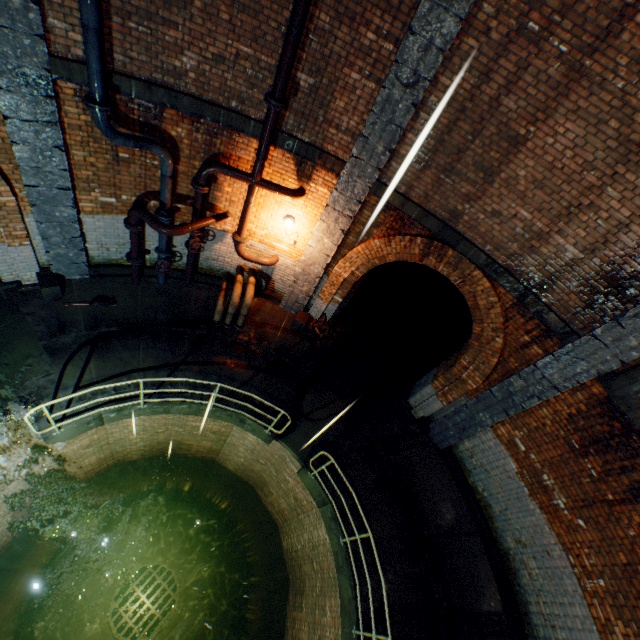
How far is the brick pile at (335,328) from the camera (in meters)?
9.57

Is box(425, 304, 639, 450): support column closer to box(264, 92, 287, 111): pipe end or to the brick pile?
the brick pile

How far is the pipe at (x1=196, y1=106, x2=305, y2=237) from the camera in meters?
5.7 m

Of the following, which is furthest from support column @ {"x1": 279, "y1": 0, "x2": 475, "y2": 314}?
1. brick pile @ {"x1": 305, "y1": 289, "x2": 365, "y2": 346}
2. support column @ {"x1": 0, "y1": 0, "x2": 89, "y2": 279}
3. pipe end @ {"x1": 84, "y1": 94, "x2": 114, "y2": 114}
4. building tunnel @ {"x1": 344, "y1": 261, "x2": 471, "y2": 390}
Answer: support column @ {"x1": 0, "y1": 0, "x2": 89, "y2": 279}

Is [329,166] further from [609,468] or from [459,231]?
[609,468]

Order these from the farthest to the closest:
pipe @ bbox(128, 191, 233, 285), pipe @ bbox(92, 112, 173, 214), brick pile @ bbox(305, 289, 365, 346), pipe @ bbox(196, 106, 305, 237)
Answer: brick pile @ bbox(305, 289, 365, 346), pipe @ bbox(128, 191, 233, 285), pipe @ bbox(196, 106, 305, 237), pipe @ bbox(92, 112, 173, 214)

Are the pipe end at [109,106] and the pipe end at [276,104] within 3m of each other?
yes

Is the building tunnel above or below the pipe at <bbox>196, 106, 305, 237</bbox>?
below
